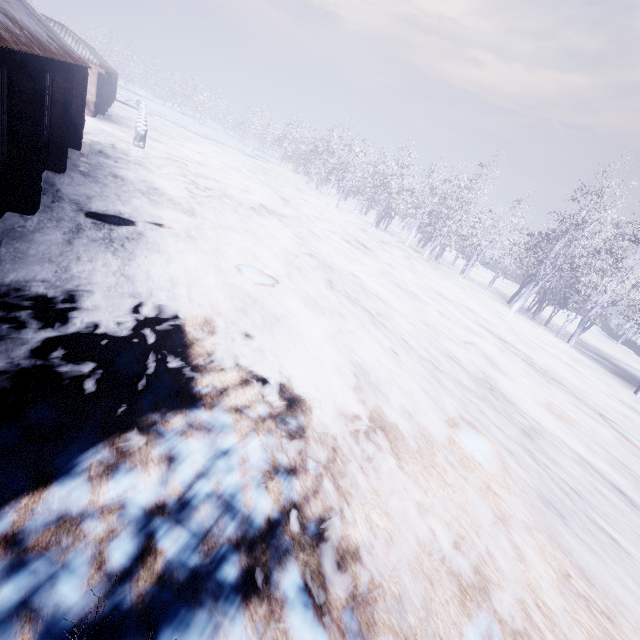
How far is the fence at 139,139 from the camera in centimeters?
1450cm

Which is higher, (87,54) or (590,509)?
(87,54)

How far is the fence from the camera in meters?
14.5

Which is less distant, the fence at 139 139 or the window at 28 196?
the window at 28 196

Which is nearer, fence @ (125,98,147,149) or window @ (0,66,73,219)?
window @ (0,66,73,219)
